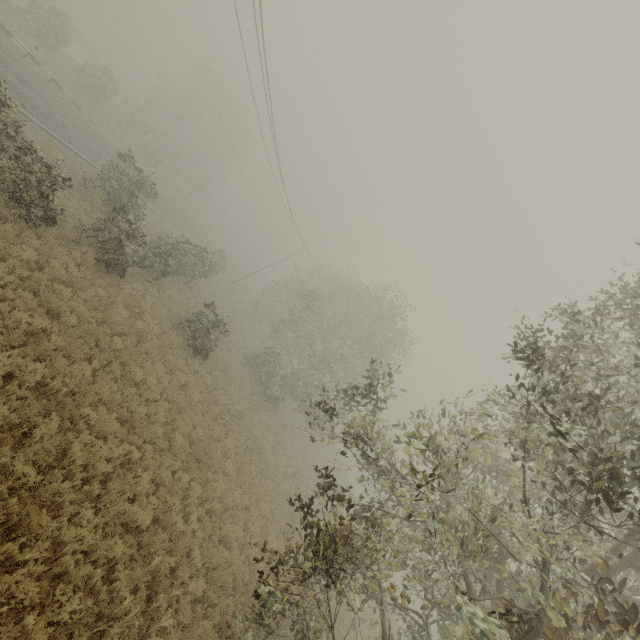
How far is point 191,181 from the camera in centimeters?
4894cm
